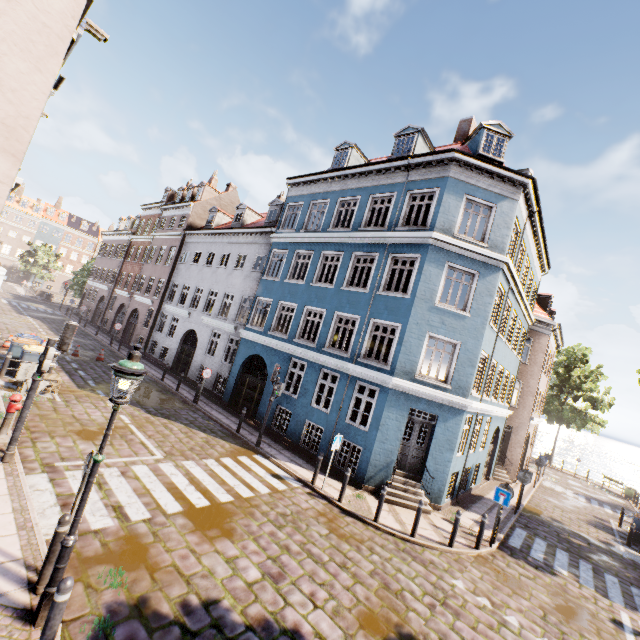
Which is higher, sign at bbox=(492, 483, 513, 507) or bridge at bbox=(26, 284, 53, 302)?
sign at bbox=(492, 483, 513, 507)

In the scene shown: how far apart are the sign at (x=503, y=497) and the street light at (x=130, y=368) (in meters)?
11.61

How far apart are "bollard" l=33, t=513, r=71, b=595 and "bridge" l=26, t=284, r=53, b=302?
56.82m

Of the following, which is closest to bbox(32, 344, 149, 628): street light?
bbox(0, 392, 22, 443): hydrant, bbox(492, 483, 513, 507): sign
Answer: bbox(0, 392, 22, 443): hydrant

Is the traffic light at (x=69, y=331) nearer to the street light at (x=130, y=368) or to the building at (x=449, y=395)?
the building at (x=449, y=395)

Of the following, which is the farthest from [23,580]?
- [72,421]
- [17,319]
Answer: [17,319]

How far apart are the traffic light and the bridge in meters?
52.5

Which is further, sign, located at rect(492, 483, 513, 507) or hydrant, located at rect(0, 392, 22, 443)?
sign, located at rect(492, 483, 513, 507)
